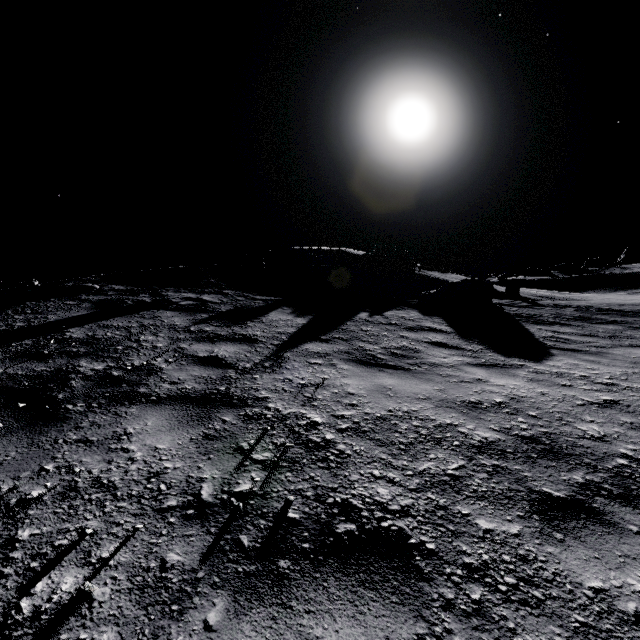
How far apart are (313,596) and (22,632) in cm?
122
